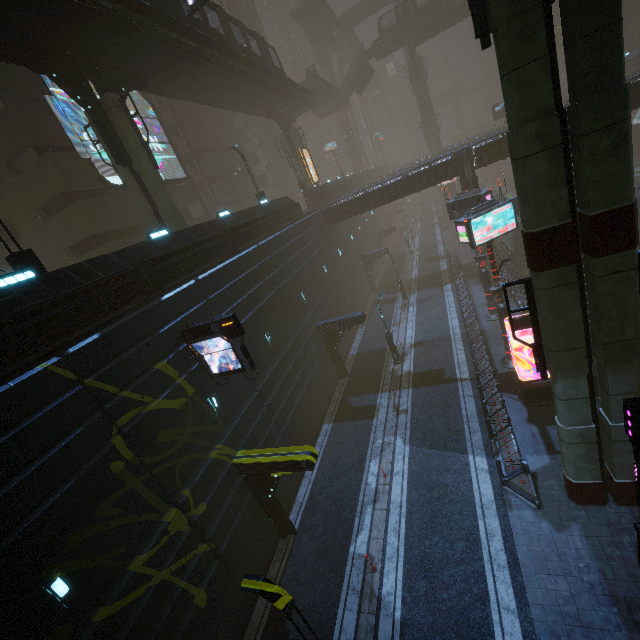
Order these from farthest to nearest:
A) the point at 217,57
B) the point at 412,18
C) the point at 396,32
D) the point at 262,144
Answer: the point at 262,144, the point at 396,32, the point at 412,18, the point at 217,57

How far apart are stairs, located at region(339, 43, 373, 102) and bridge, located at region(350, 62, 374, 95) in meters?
0.0

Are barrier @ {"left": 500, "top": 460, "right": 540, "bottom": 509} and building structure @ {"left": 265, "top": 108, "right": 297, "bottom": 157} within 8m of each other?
no

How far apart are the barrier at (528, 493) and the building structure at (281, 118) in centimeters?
3732cm

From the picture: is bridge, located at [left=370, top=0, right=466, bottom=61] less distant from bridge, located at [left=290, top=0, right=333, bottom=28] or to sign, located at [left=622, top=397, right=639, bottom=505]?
bridge, located at [left=290, top=0, right=333, bottom=28]

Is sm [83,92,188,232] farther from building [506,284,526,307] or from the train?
the train

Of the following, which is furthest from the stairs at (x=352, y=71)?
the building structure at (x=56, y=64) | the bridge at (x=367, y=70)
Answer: the building structure at (x=56, y=64)

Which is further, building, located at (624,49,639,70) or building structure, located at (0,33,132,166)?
building, located at (624,49,639,70)
